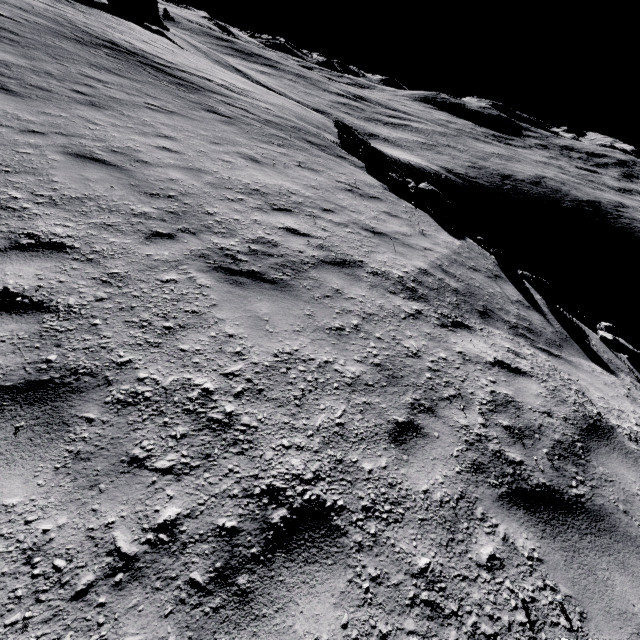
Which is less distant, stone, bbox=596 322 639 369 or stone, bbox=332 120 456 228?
stone, bbox=596 322 639 369

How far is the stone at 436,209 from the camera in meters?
11.1

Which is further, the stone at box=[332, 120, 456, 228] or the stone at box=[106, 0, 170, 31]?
the stone at box=[106, 0, 170, 31]

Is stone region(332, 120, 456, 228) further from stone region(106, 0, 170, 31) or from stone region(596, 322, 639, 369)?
stone region(106, 0, 170, 31)

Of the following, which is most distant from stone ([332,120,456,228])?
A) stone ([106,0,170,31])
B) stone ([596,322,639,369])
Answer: stone ([106,0,170,31])

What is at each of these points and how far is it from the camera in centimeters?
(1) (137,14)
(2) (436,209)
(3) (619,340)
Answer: (1) stone, 3975cm
(2) stone, 1218cm
(3) stone, 611cm

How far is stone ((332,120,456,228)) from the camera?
11.12m

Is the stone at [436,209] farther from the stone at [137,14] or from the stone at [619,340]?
the stone at [137,14]
